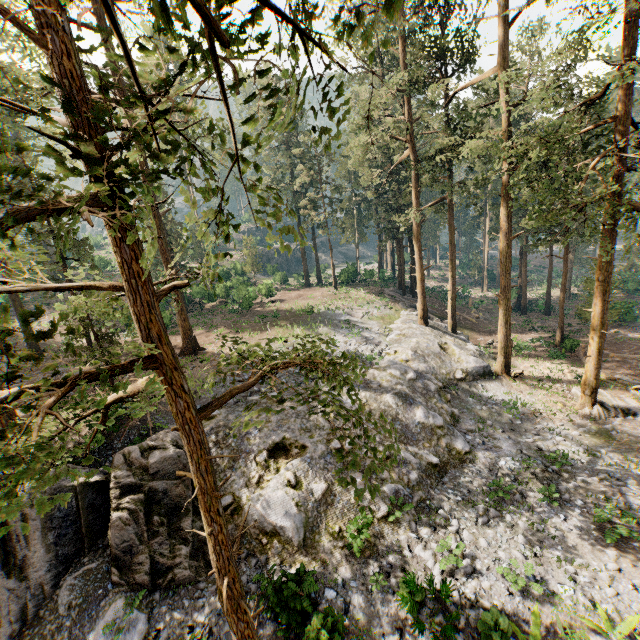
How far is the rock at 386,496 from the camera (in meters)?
12.47

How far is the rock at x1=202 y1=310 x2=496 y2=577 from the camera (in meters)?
12.47

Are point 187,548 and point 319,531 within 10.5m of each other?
yes

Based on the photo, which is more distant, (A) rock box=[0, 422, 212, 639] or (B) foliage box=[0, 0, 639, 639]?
(A) rock box=[0, 422, 212, 639]

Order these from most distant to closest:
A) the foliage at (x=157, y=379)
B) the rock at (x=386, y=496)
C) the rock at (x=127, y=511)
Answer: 1. the rock at (x=386, y=496)
2. the rock at (x=127, y=511)
3. the foliage at (x=157, y=379)

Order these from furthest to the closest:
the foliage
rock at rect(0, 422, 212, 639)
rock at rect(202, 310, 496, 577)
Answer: rock at rect(202, 310, 496, 577) < rock at rect(0, 422, 212, 639) < the foliage

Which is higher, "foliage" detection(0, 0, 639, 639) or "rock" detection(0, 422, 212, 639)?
"foliage" detection(0, 0, 639, 639)
